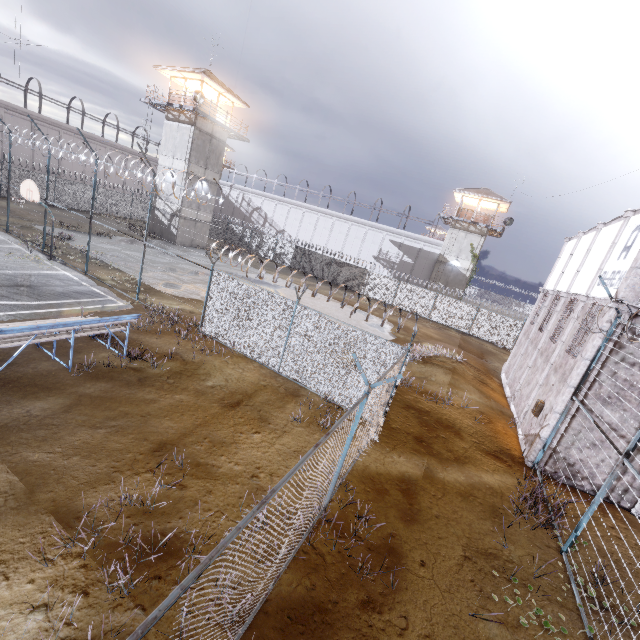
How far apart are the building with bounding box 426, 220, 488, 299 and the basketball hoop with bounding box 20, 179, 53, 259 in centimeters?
3542cm

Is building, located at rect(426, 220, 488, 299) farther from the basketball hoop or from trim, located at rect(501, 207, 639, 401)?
the basketball hoop

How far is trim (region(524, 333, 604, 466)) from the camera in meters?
10.1

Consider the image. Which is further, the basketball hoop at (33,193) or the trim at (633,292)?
the basketball hoop at (33,193)

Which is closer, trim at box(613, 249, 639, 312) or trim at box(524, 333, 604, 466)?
trim at box(613, 249, 639, 312)

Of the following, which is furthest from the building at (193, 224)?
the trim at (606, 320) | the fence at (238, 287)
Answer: the trim at (606, 320)

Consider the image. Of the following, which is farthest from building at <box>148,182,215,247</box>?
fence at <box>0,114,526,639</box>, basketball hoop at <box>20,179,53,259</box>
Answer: basketball hoop at <box>20,179,53,259</box>

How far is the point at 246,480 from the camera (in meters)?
6.88
